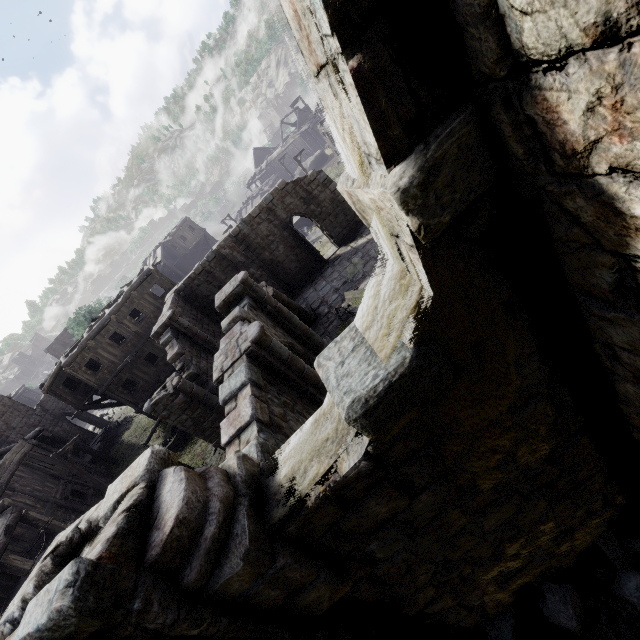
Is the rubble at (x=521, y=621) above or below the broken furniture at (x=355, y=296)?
above

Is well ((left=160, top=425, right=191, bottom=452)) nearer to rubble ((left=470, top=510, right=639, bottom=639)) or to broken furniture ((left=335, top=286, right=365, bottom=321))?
broken furniture ((left=335, top=286, right=365, bottom=321))

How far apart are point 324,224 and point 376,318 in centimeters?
2049cm

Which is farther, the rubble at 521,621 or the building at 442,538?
the rubble at 521,621

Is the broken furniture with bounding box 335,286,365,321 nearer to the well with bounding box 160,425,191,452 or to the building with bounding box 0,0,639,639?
the building with bounding box 0,0,639,639

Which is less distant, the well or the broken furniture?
the broken furniture

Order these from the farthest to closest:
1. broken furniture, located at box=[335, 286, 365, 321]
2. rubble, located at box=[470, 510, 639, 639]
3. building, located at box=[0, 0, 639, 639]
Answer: broken furniture, located at box=[335, 286, 365, 321], rubble, located at box=[470, 510, 639, 639], building, located at box=[0, 0, 639, 639]

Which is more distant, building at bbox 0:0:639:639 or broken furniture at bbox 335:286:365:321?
broken furniture at bbox 335:286:365:321
